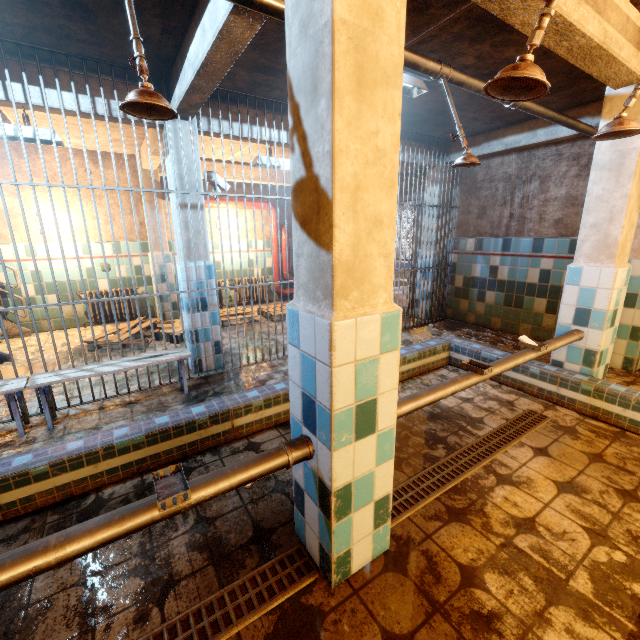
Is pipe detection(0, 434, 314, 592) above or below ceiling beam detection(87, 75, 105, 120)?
below

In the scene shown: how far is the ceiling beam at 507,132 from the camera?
4.00m

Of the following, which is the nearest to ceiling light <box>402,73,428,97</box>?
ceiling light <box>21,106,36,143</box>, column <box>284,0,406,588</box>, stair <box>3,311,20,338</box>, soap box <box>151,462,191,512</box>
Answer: column <box>284,0,406,588</box>

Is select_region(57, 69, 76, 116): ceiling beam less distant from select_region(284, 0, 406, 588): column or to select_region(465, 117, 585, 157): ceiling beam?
select_region(284, 0, 406, 588): column

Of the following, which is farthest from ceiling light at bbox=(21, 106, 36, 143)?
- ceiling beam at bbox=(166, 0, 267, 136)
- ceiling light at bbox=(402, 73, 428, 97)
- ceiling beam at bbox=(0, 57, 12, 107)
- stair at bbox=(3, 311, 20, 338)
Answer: ceiling light at bbox=(402, 73, 428, 97)

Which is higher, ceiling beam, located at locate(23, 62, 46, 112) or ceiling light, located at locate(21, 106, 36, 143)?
ceiling beam, located at locate(23, 62, 46, 112)

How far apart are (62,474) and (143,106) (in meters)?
2.10

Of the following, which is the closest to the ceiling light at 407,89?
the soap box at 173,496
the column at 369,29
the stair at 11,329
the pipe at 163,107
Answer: the pipe at 163,107
